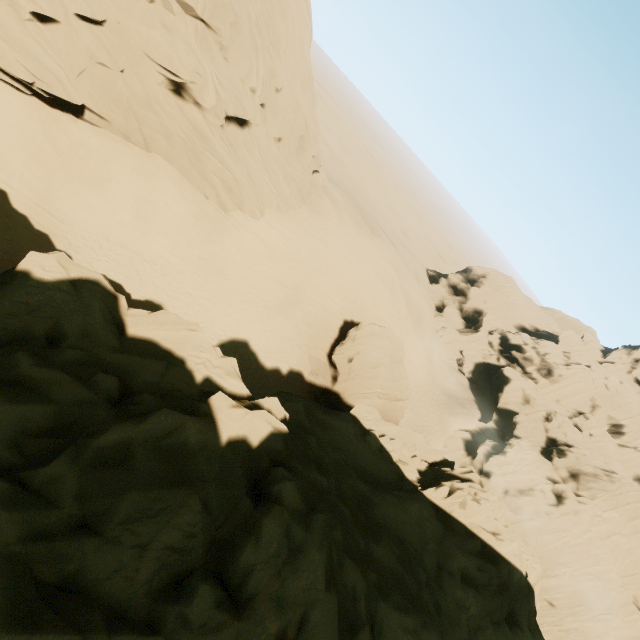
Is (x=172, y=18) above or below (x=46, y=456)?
above

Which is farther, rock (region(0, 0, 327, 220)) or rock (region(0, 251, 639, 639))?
rock (region(0, 0, 327, 220))

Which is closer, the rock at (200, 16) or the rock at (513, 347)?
the rock at (513, 347)
